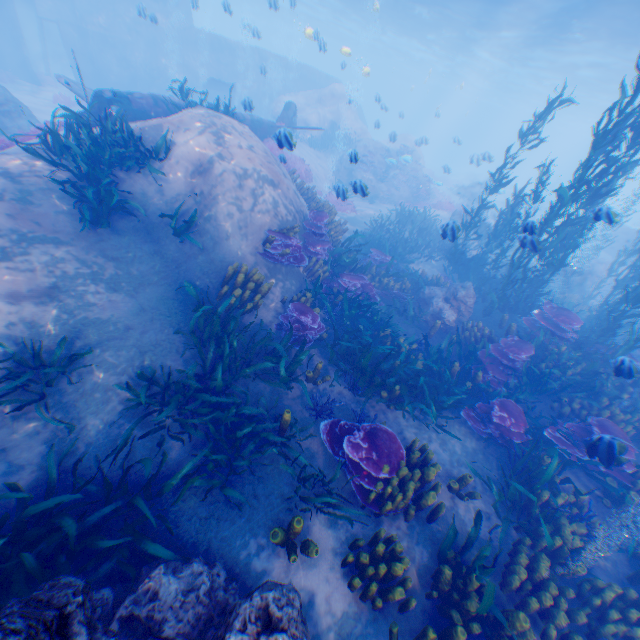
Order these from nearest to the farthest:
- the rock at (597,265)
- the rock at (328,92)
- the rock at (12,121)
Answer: the rock at (12,121)
the rock at (597,265)
the rock at (328,92)

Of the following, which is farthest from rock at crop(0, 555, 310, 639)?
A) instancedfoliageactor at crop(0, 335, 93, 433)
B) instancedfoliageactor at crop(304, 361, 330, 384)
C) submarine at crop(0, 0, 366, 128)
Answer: instancedfoliageactor at crop(304, 361, 330, 384)

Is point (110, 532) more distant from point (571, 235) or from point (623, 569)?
point (571, 235)

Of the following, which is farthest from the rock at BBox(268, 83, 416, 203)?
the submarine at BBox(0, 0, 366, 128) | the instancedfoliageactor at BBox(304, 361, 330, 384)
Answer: the instancedfoliageactor at BBox(304, 361, 330, 384)

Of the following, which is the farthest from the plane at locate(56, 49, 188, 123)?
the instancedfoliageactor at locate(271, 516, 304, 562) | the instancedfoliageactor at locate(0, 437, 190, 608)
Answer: the instancedfoliageactor at locate(271, 516, 304, 562)

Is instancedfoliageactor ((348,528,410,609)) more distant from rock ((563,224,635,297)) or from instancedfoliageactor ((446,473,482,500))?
rock ((563,224,635,297))

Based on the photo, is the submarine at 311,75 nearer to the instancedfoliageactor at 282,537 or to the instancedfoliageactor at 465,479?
the instancedfoliageactor at 465,479

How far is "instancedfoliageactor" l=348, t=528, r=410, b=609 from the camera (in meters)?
4.12
